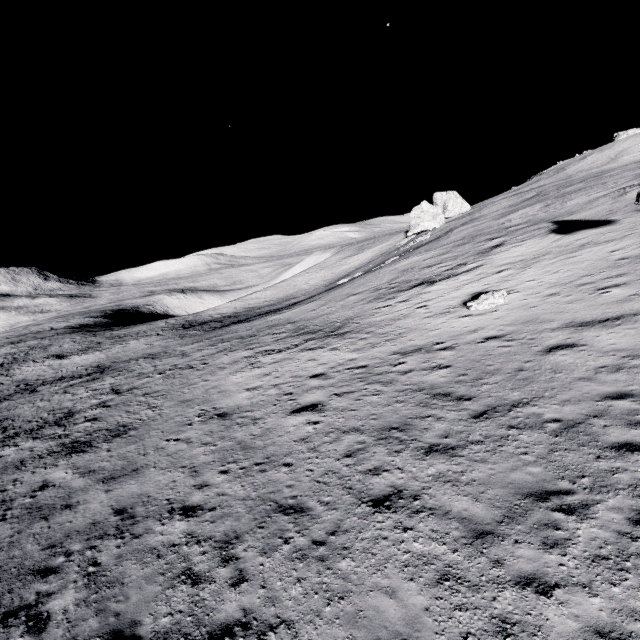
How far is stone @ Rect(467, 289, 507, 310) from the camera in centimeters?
1653cm

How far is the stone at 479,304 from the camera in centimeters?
1653cm

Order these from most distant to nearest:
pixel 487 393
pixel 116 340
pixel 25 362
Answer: pixel 116 340, pixel 25 362, pixel 487 393
